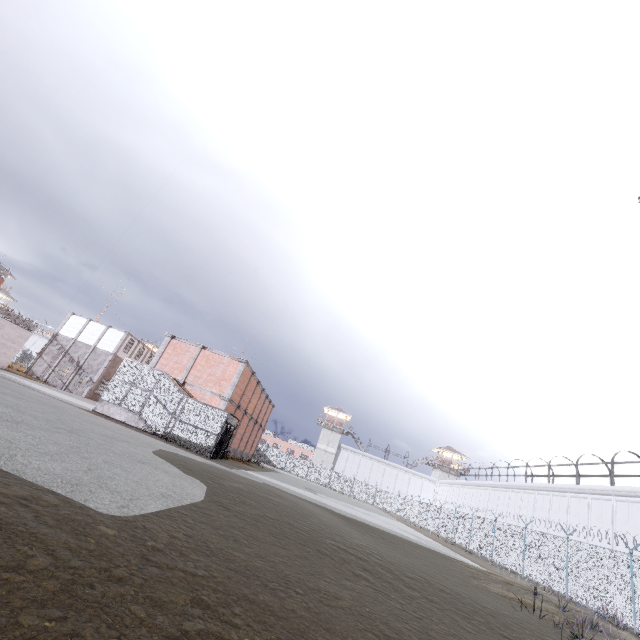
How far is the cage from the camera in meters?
20.2

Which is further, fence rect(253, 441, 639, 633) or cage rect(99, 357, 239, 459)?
cage rect(99, 357, 239, 459)

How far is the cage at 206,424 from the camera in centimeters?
2025cm

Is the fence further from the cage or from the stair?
the stair

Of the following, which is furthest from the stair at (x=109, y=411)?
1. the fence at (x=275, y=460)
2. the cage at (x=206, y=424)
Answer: the fence at (x=275, y=460)

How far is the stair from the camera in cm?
2056

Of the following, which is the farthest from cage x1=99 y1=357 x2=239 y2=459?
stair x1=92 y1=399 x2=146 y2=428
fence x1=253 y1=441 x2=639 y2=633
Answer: fence x1=253 y1=441 x2=639 y2=633

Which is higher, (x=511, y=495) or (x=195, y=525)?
(x=511, y=495)
